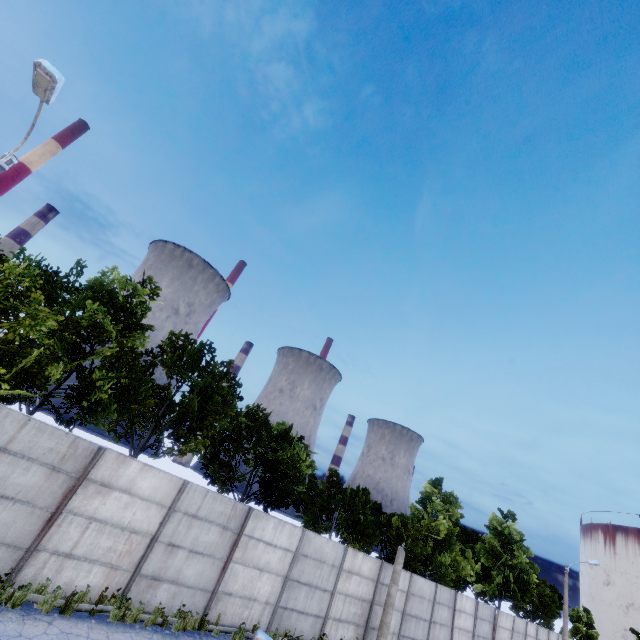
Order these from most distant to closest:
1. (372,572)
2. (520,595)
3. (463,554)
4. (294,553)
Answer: (463,554) < (520,595) < (372,572) < (294,553)
